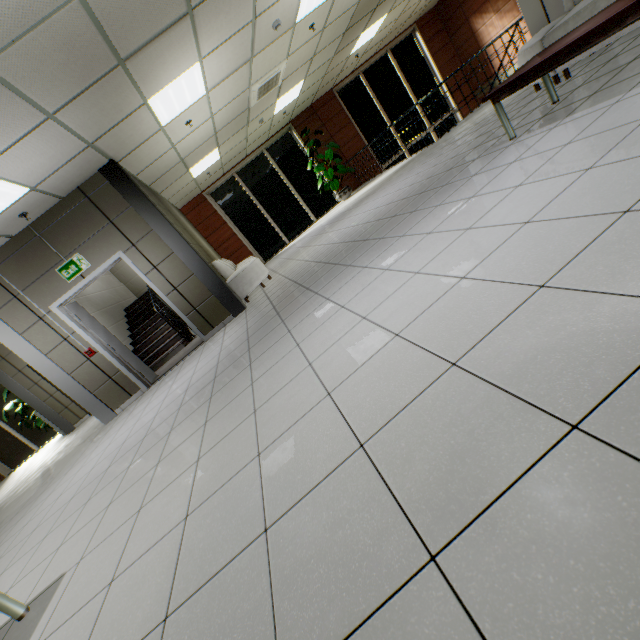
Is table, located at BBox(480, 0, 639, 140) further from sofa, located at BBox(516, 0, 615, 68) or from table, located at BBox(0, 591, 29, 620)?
table, located at BBox(0, 591, 29, 620)

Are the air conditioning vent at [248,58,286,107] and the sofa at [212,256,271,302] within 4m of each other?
yes

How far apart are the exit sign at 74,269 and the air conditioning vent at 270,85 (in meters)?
4.68

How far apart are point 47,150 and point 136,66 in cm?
154

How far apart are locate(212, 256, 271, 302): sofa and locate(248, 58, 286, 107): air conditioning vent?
3.4 meters

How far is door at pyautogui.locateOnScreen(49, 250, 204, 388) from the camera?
5.56m

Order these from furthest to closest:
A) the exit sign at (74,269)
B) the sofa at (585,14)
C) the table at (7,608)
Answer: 1. the exit sign at (74,269)
2. the sofa at (585,14)
3. the table at (7,608)

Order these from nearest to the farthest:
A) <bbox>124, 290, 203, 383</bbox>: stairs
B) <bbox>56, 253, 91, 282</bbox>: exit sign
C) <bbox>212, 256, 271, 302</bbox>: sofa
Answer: <bbox>56, 253, 91, 282</bbox>: exit sign
<bbox>212, 256, 271, 302</bbox>: sofa
<bbox>124, 290, 203, 383</bbox>: stairs
